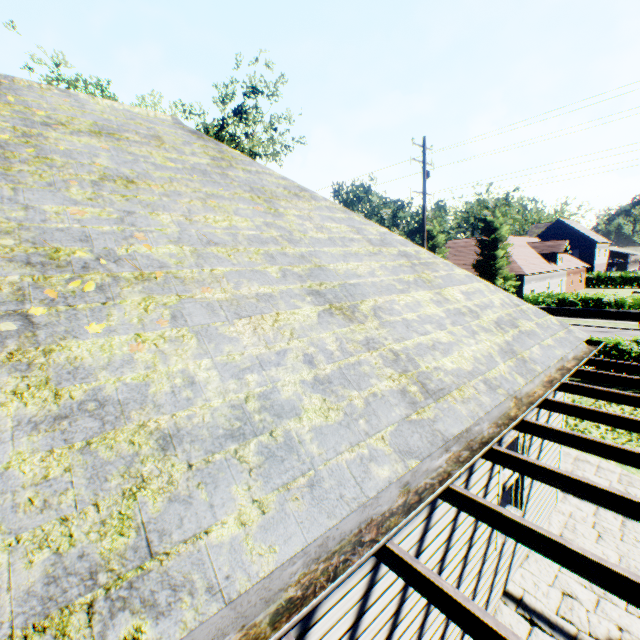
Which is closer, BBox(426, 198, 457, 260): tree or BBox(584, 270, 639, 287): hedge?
BBox(426, 198, 457, 260): tree

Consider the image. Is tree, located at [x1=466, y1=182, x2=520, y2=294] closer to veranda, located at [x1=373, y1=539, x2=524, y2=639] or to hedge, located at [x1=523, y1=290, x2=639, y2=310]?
hedge, located at [x1=523, y1=290, x2=639, y2=310]

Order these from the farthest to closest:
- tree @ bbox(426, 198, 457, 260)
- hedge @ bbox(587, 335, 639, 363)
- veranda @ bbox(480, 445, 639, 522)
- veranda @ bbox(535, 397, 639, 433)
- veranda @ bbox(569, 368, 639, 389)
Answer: tree @ bbox(426, 198, 457, 260), hedge @ bbox(587, 335, 639, 363), veranda @ bbox(569, 368, 639, 389), veranda @ bbox(535, 397, 639, 433), veranda @ bbox(480, 445, 639, 522)

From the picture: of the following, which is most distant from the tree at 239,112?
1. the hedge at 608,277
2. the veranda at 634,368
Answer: the veranda at 634,368

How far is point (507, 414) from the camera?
3.6m

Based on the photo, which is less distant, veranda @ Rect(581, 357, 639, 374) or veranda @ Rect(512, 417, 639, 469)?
veranda @ Rect(512, 417, 639, 469)

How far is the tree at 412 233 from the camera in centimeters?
4131cm

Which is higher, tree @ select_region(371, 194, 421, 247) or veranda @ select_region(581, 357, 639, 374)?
tree @ select_region(371, 194, 421, 247)
